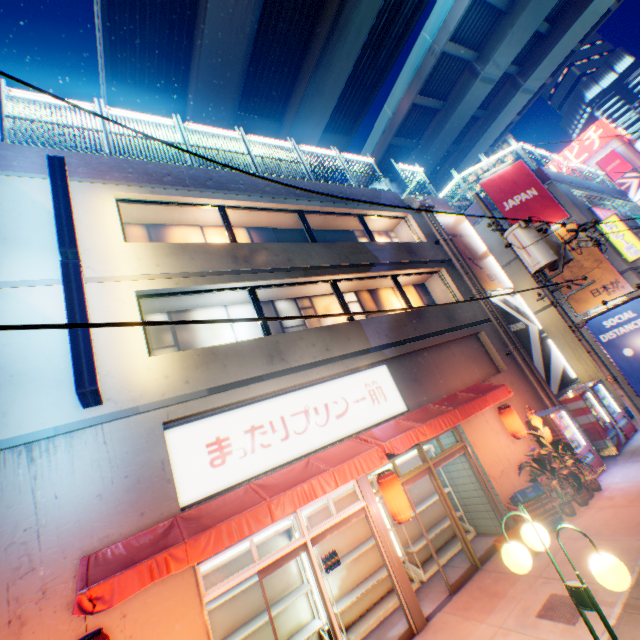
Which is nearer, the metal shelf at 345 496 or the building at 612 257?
the metal shelf at 345 496

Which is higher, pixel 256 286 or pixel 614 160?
pixel 614 160

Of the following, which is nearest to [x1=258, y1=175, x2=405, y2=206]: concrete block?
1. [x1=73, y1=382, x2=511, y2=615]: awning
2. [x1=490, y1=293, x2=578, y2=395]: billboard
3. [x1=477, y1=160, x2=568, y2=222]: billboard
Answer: [x1=490, y1=293, x2=578, y2=395]: billboard

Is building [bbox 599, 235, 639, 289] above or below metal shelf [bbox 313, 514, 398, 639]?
above

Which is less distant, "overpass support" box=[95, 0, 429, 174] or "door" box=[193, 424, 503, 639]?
"door" box=[193, 424, 503, 639]

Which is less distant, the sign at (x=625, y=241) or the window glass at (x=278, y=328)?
the window glass at (x=278, y=328)

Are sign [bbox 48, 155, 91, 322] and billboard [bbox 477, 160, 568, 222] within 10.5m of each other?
no

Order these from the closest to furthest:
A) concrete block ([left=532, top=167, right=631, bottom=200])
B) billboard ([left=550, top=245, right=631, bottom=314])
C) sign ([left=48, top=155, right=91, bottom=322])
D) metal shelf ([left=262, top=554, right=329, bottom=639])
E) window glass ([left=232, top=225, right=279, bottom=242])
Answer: sign ([left=48, top=155, right=91, bottom=322]) → metal shelf ([left=262, top=554, right=329, bottom=639]) → window glass ([left=232, top=225, right=279, bottom=242]) → billboard ([left=550, top=245, right=631, bottom=314]) → concrete block ([left=532, top=167, right=631, bottom=200])
